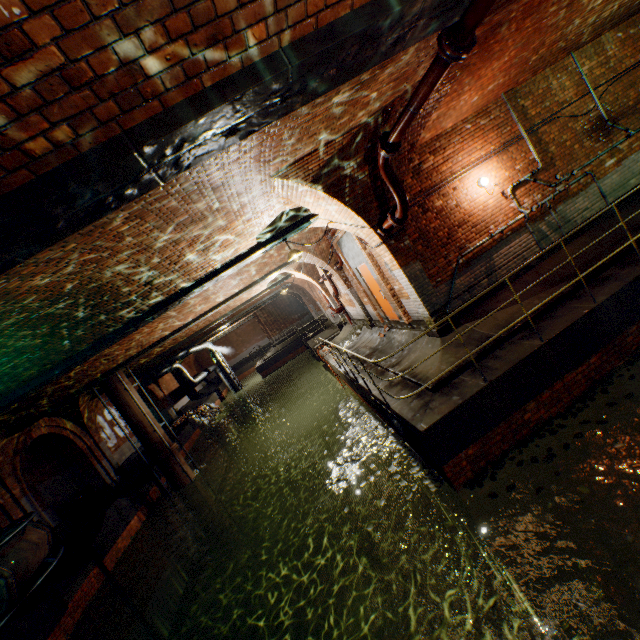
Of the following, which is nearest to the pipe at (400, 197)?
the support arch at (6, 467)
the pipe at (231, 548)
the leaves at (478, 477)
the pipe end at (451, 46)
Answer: the pipe end at (451, 46)

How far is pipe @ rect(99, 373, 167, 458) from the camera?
13.4m

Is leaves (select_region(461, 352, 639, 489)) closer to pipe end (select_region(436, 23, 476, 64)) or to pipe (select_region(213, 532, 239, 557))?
pipe end (select_region(436, 23, 476, 64))

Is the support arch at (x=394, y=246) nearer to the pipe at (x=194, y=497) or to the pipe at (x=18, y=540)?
the pipe at (x=18, y=540)

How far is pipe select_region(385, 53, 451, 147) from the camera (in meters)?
3.56

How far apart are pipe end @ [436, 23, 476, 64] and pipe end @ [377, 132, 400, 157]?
1.83m

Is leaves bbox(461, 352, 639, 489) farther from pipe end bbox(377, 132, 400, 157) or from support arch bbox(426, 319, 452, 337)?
pipe end bbox(377, 132, 400, 157)

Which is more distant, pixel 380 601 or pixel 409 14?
pixel 380 601
